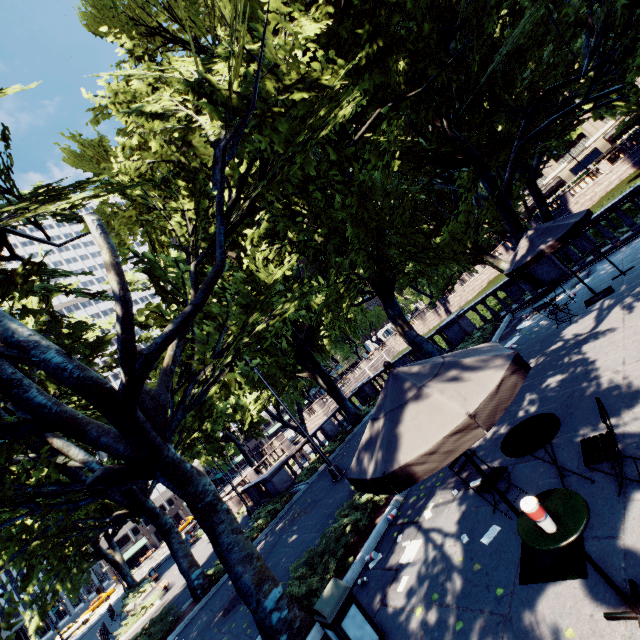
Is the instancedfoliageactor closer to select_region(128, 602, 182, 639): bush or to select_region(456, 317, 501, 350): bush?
select_region(456, 317, 501, 350): bush

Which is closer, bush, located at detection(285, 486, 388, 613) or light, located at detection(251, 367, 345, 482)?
bush, located at detection(285, 486, 388, 613)

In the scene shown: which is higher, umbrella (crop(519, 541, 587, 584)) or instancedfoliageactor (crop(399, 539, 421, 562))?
instancedfoliageactor (crop(399, 539, 421, 562))

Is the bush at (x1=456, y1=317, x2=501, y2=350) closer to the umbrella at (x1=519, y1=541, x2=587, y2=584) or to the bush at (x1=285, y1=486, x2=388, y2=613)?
the bush at (x1=285, y1=486, x2=388, y2=613)

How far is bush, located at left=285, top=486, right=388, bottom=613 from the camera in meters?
6.9 m

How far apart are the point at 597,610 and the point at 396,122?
10.4 meters

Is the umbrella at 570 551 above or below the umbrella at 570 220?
below

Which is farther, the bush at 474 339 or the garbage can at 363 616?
the bush at 474 339
